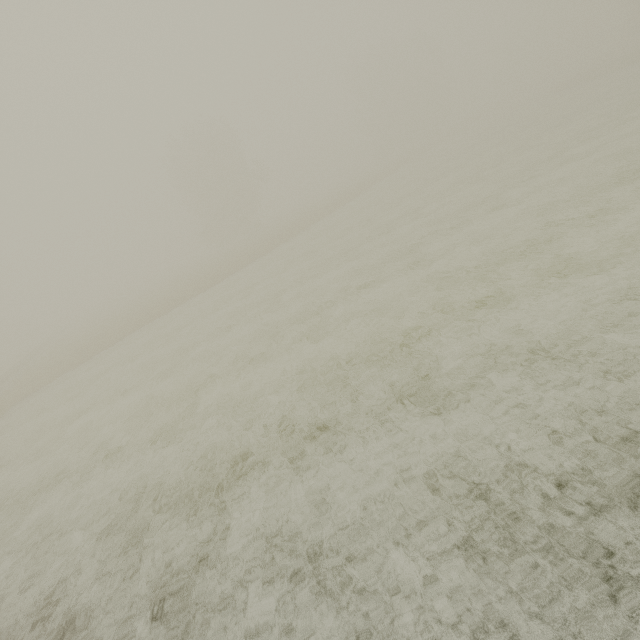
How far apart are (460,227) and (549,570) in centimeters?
1431cm
